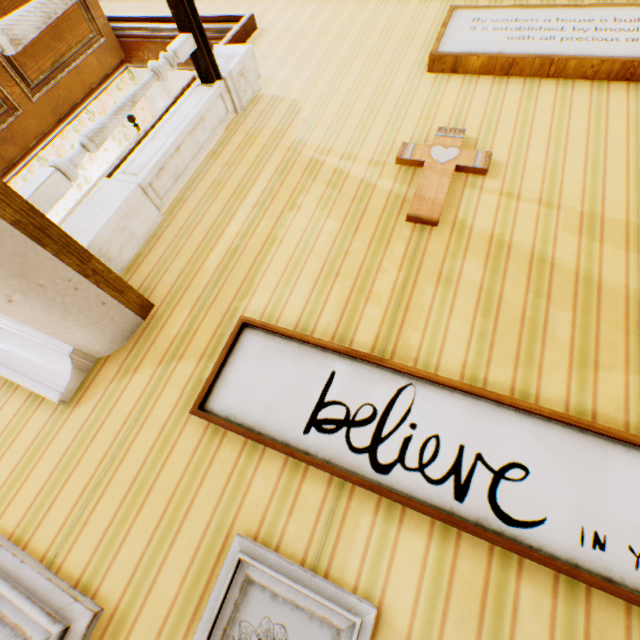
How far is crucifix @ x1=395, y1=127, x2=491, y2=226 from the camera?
1.4m

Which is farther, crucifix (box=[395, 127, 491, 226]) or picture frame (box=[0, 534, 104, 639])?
crucifix (box=[395, 127, 491, 226])

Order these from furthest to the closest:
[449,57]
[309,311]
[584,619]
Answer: [449,57], [309,311], [584,619]

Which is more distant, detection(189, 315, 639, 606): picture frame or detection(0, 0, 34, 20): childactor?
detection(0, 0, 34, 20): childactor

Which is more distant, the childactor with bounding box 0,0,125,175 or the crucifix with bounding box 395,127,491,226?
the childactor with bounding box 0,0,125,175

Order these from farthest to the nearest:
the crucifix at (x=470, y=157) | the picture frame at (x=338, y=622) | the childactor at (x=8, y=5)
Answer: the childactor at (x=8, y=5), the crucifix at (x=470, y=157), the picture frame at (x=338, y=622)

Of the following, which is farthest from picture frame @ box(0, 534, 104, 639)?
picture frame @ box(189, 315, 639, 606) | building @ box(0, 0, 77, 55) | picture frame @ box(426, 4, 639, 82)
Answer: picture frame @ box(426, 4, 639, 82)

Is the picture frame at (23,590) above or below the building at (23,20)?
below
